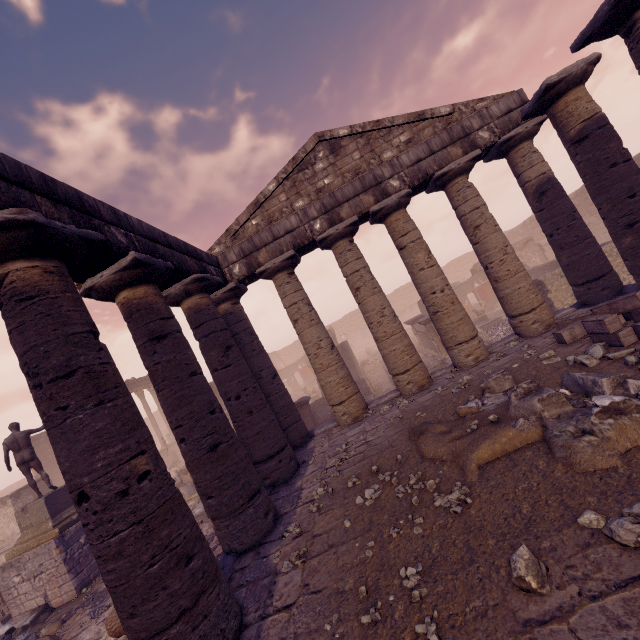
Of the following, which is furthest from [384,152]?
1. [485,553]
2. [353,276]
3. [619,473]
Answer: [485,553]

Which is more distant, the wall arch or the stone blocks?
the wall arch

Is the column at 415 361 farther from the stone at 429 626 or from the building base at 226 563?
the stone at 429 626

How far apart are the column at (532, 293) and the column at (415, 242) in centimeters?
66cm

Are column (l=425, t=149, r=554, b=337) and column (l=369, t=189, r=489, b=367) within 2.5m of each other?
yes

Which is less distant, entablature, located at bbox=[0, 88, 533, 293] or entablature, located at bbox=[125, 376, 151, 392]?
entablature, located at bbox=[0, 88, 533, 293]

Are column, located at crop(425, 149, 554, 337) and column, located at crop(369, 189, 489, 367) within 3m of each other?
yes

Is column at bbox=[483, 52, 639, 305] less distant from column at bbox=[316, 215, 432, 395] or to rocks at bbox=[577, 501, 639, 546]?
column at bbox=[316, 215, 432, 395]
